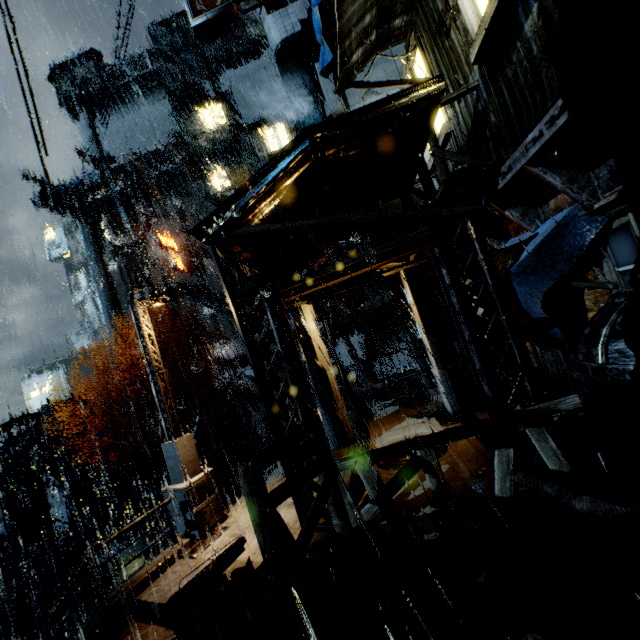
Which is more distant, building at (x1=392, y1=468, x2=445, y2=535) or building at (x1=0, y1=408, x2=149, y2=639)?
building at (x1=0, y1=408, x2=149, y2=639)

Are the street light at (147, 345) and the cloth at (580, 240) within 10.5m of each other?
yes

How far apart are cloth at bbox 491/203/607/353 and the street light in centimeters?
891cm

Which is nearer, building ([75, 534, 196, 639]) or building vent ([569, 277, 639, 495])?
building vent ([569, 277, 639, 495])

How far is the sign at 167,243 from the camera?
39.3 meters

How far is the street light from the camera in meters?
9.2 m

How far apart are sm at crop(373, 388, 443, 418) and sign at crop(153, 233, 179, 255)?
34.3m

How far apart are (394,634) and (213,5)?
18.66m
